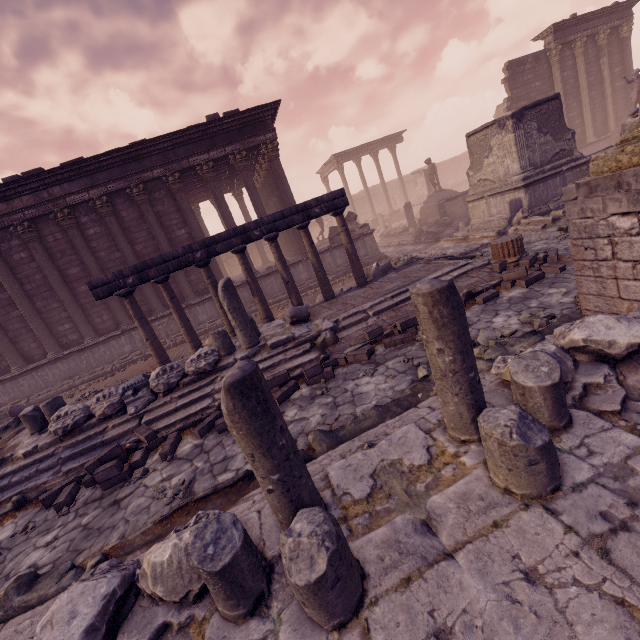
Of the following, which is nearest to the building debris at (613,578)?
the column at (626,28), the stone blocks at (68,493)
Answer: the stone blocks at (68,493)

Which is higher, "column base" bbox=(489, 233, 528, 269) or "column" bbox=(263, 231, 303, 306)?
"column" bbox=(263, 231, 303, 306)

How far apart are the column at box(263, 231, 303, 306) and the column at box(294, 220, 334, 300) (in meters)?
0.55

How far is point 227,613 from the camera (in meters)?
2.16

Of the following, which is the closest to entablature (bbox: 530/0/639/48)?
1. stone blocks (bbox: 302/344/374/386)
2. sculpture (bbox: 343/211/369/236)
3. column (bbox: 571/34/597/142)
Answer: column (bbox: 571/34/597/142)

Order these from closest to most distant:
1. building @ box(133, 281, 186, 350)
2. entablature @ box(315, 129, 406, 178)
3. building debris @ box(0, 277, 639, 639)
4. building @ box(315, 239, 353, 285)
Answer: building debris @ box(0, 277, 639, 639) → building @ box(133, 281, 186, 350) → building @ box(315, 239, 353, 285) → entablature @ box(315, 129, 406, 178)

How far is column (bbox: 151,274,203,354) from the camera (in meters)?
9.08

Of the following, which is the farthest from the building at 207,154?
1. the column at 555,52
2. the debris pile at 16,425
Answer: the column at 555,52
